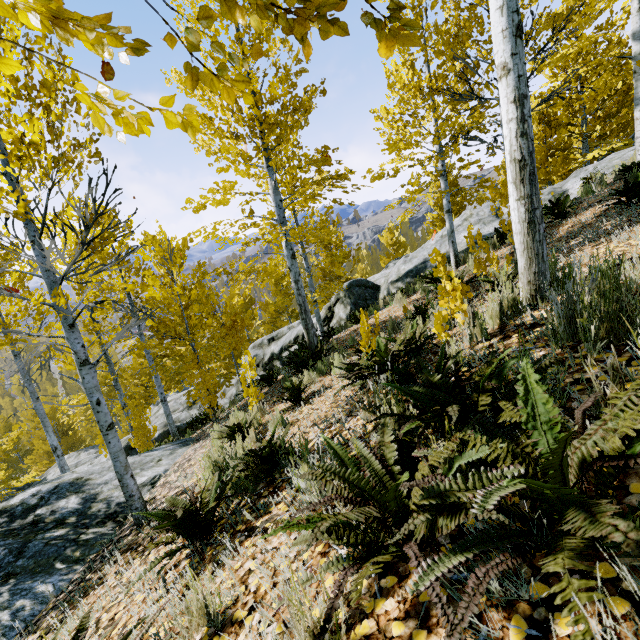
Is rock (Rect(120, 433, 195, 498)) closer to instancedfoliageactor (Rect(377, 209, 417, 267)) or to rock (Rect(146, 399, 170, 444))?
instancedfoliageactor (Rect(377, 209, 417, 267))

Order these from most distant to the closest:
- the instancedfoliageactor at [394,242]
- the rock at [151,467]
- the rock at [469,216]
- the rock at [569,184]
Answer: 1. the rock at [469,216]
2. the rock at [569,184]
3. the instancedfoliageactor at [394,242]
4. the rock at [151,467]

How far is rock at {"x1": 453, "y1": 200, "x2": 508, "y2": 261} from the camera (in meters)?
11.11

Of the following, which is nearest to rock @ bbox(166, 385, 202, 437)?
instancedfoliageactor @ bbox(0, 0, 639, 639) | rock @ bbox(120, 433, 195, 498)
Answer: instancedfoliageactor @ bbox(0, 0, 639, 639)

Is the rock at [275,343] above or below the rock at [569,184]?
below

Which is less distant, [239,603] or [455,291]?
[239,603]
